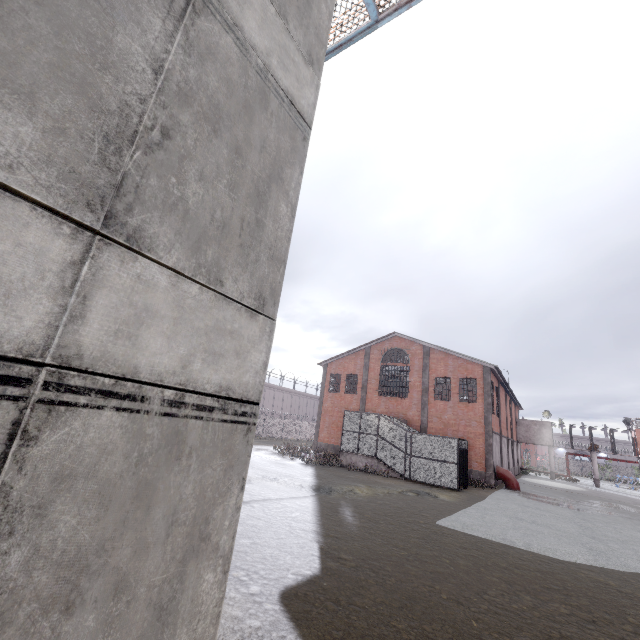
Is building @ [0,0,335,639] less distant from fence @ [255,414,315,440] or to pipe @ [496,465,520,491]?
fence @ [255,414,315,440]

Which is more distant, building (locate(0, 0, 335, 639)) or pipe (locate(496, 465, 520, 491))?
pipe (locate(496, 465, 520, 491))

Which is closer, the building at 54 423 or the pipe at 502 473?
the building at 54 423

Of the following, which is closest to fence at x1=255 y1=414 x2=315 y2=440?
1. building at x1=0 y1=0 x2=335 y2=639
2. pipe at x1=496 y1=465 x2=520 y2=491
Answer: building at x1=0 y1=0 x2=335 y2=639

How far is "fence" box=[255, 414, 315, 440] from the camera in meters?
41.9

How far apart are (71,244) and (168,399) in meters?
1.4

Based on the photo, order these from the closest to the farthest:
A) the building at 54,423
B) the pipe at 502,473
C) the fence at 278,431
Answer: the building at 54,423
the pipe at 502,473
the fence at 278,431
